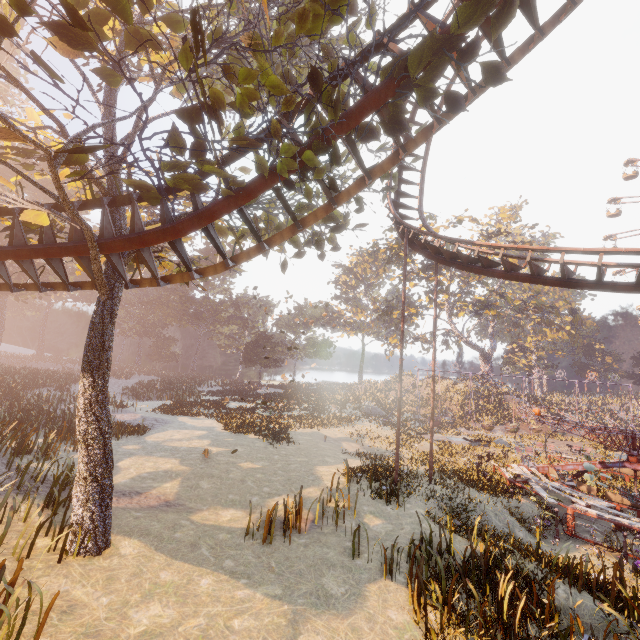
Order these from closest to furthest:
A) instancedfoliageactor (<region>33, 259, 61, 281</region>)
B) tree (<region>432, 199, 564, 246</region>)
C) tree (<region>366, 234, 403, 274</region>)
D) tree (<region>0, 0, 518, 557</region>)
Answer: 1. tree (<region>0, 0, 518, 557</region>)
2. instancedfoliageactor (<region>33, 259, 61, 281</region>)
3. tree (<region>432, 199, 564, 246</region>)
4. tree (<region>366, 234, 403, 274</region>)

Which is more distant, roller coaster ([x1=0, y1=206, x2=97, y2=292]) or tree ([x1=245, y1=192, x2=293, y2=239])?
tree ([x1=245, y1=192, x2=293, y2=239])

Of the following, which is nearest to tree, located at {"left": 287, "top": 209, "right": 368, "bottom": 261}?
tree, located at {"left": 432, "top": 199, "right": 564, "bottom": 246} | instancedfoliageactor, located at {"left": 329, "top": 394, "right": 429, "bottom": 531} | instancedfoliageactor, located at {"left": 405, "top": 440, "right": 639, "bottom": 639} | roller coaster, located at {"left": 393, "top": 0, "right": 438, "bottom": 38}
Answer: roller coaster, located at {"left": 393, "top": 0, "right": 438, "bottom": 38}

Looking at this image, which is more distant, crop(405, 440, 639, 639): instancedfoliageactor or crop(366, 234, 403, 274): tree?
crop(366, 234, 403, 274): tree

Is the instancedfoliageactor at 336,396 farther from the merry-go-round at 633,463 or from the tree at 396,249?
the tree at 396,249

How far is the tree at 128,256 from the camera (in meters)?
8.17

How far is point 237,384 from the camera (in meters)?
52.47
